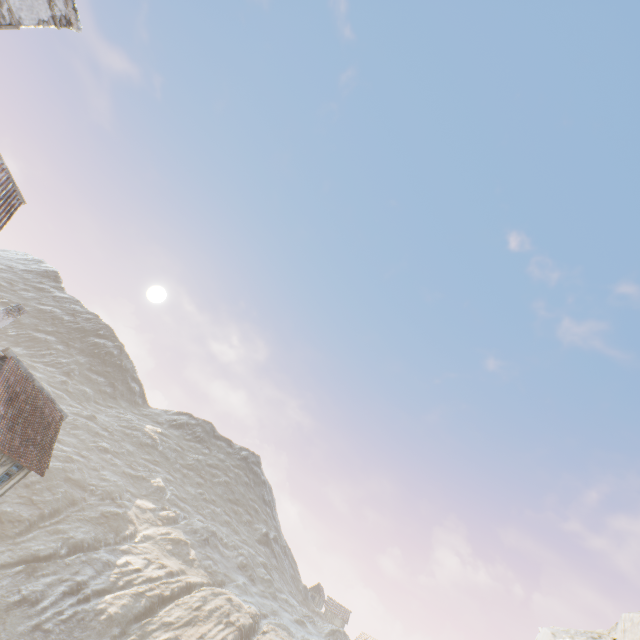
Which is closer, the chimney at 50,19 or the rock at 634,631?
the chimney at 50,19

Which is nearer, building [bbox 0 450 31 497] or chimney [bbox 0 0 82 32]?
Answer: chimney [bbox 0 0 82 32]

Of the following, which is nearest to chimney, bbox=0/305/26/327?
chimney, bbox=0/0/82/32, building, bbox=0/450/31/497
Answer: building, bbox=0/450/31/497

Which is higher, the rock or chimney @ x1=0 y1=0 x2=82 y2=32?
chimney @ x1=0 y1=0 x2=82 y2=32

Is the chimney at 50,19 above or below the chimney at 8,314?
above

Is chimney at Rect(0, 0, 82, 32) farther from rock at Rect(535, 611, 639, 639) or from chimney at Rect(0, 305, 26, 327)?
chimney at Rect(0, 305, 26, 327)

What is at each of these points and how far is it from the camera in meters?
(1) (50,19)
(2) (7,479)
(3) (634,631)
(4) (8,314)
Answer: (1) chimney, 12.1 m
(2) building, 17.3 m
(3) rock, 14.9 m
(4) chimney, 17.2 m
